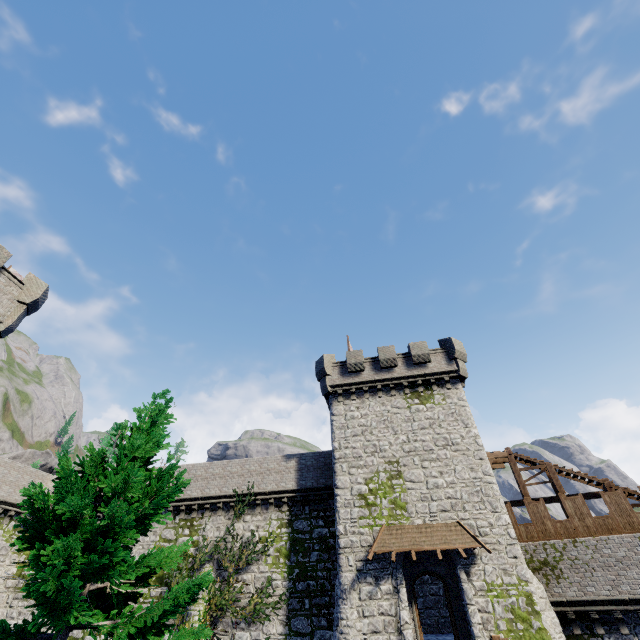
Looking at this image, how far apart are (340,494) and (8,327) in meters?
21.8 m

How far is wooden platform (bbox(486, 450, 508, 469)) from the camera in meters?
22.8

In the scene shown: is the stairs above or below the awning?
above

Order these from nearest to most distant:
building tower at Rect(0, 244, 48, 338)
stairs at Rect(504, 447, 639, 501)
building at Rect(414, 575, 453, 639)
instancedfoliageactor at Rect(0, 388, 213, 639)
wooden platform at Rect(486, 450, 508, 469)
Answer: instancedfoliageactor at Rect(0, 388, 213, 639)
building tower at Rect(0, 244, 48, 338)
stairs at Rect(504, 447, 639, 501)
building at Rect(414, 575, 453, 639)
wooden platform at Rect(486, 450, 508, 469)

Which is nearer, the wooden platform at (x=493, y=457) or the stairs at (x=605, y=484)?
the stairs at (x=605, y=484)

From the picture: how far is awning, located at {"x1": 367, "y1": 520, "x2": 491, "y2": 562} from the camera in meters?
16.9

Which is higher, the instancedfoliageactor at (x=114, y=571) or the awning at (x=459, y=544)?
the awning at (x=459, y=544)

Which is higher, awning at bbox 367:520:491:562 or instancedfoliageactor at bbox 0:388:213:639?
awning at bbox 367:520:491:562
